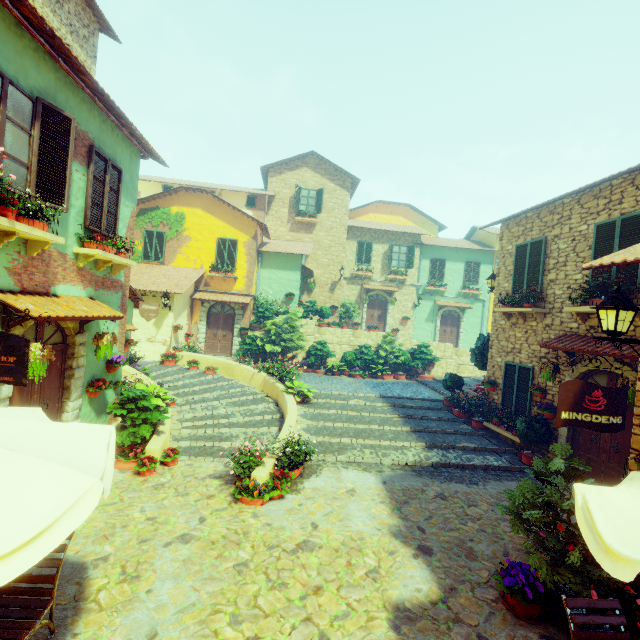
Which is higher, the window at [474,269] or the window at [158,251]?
the window at [474,269]

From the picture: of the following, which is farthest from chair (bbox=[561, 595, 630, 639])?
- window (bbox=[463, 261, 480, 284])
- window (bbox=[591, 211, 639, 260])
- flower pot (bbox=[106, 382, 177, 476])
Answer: window (bbox=[463, 261, 480, 284])

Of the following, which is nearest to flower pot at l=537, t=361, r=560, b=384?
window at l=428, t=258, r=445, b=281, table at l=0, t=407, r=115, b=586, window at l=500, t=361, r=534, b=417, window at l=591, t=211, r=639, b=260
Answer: window at l=500, t=361, r=534, b=417

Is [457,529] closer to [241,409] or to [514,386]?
[514,386]

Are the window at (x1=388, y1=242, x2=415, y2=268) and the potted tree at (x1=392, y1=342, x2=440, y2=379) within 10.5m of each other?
yes

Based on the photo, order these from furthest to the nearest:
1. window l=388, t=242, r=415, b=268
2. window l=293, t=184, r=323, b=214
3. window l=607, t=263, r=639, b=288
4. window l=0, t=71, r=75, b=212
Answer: window l=388, t=242, r=415, b=268 → window l=293, t=184, r=323, b=214 → window l=607, t=263, r=639, b=288 → window l=0, t=71, r=75, b=212

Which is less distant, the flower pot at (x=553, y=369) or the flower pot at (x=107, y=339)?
the flower pot at (x=107, y=339)

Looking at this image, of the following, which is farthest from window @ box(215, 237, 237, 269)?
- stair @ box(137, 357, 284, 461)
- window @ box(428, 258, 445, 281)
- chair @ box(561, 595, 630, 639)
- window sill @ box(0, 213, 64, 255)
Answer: chair @ box(561, 595, 630, 639)
